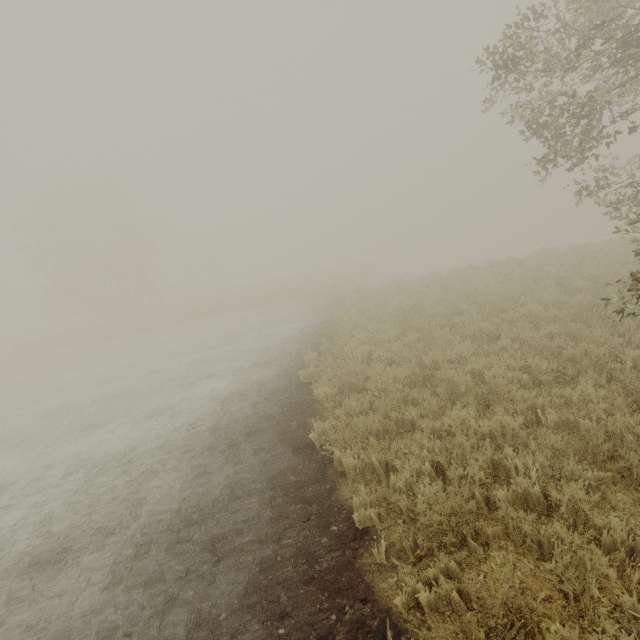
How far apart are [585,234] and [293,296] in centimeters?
2870cm

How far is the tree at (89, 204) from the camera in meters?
31.6

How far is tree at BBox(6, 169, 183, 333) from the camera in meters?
31.6
